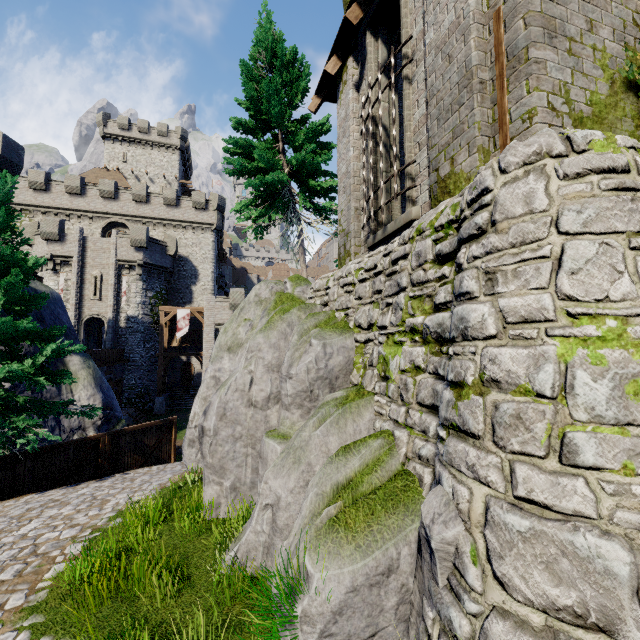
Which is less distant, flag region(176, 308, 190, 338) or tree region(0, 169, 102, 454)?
tree region(0, 169, 102, 454)

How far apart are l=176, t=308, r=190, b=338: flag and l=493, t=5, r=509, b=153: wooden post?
30.1m

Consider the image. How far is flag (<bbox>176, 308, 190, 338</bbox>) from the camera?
29.9m

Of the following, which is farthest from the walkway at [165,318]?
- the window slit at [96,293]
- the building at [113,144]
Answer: the building at [113,144]

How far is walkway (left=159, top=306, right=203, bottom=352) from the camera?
29.6m

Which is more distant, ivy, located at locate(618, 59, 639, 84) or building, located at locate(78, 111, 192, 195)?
building, located at locate(78, 111, 192, 195)

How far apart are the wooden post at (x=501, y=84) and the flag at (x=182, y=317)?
30.1 meters

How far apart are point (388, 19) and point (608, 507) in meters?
9.2 m
